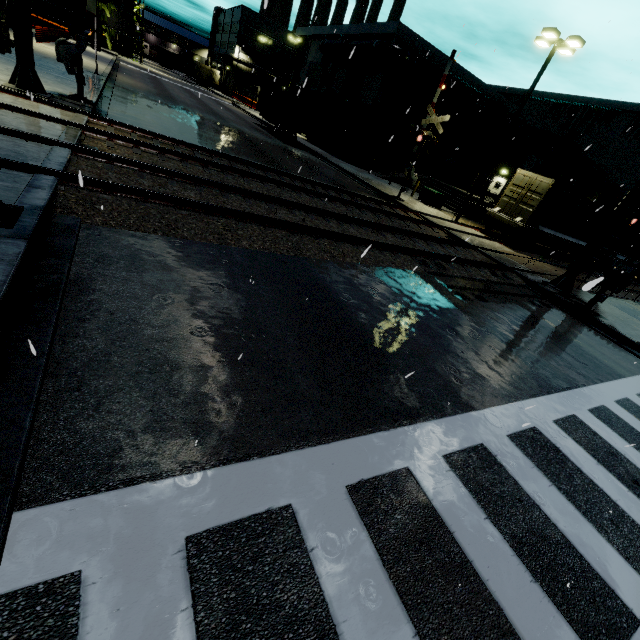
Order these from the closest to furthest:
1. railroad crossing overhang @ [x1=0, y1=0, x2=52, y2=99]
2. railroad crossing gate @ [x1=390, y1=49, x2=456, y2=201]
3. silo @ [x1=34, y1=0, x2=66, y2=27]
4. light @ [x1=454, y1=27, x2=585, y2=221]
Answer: railroad crossing overhang @ [x1=0, y1=0, x2=52, y2=99]
light @ [x1=454, y1=27, x2=585, y2=221]
railroad crossing gate @ [x1=390, y1=49, x2=456, y2=201]
silo @ [x1=34, y1=0, x2=66, y2=27]

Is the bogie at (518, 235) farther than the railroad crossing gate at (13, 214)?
Yes

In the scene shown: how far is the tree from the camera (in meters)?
27.39

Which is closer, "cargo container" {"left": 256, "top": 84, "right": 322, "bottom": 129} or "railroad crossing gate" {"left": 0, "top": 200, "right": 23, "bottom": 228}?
"railroad crossing gate" {"left": 0, "top": 200, "right": 23, "bottom": 228}

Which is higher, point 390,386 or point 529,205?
point 529,205

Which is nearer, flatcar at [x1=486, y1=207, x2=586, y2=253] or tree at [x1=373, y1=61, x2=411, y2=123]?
flatcar at [x1=486, y1=207, x2=586, y2=253]

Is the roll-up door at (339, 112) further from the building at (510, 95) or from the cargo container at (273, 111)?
the cargo container at (273, 111)

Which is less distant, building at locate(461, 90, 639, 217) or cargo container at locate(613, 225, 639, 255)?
cargo container at locate(613, 225, 639, 255)
